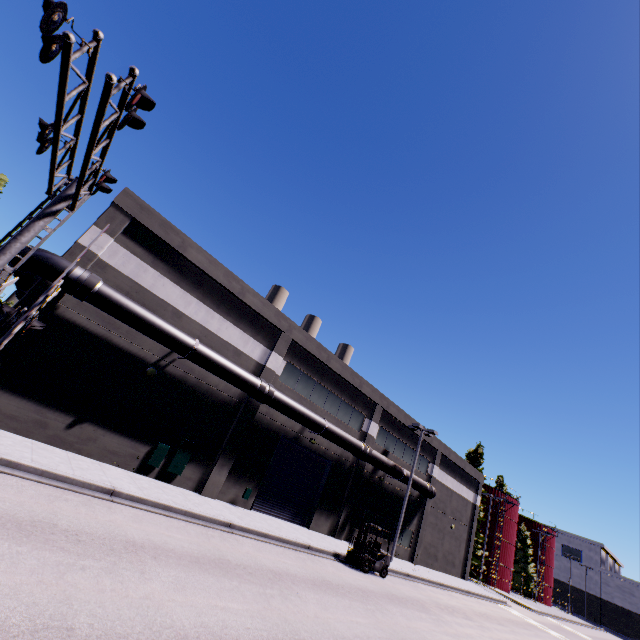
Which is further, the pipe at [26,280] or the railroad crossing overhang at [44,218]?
the pipe at [26,280]

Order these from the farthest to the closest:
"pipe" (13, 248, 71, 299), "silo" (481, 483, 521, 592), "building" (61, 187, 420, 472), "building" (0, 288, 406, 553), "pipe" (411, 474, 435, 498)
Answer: "silo" (481, 483, 521, 592), "pipe" (411, 474, 435, 498), "building" (61, 187, 420, 472), "building" (0, 288, 406, 553), "pipe" (13, 248, 71, 299)

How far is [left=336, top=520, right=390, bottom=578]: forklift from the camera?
16.9 meters

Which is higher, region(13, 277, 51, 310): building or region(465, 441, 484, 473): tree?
region(465, 441, 484, 473): tree

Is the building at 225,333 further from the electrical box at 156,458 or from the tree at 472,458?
the tree at 472,458

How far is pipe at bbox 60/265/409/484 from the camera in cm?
1295

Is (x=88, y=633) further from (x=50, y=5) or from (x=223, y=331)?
(x=223, y=331)

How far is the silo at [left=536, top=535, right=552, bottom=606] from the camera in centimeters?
5603cm
